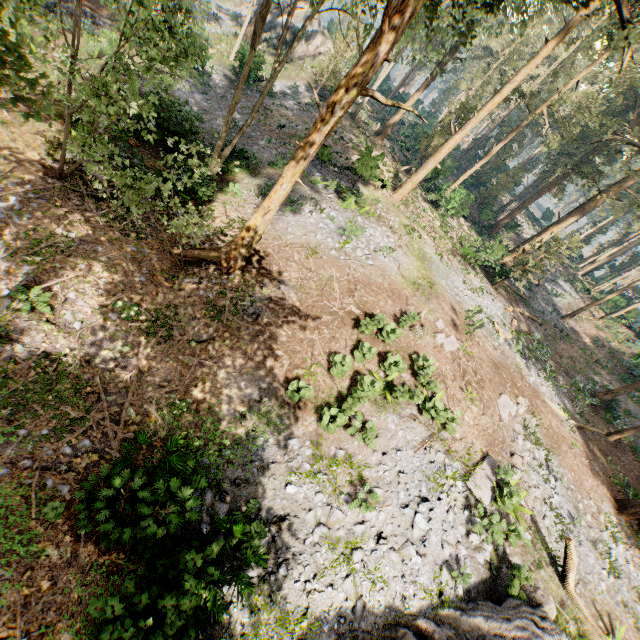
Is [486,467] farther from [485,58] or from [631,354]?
[485,58]

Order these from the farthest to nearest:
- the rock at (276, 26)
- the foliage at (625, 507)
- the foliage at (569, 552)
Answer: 1. the rock at (276, 26)
2. the foliage at (625, 507)
3. the foliage at (569, 552)

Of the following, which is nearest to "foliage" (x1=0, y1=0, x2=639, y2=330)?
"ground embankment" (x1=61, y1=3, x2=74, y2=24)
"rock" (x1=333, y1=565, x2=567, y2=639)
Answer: "rock" (x1=333, y1=565, x2=567, y2=639)

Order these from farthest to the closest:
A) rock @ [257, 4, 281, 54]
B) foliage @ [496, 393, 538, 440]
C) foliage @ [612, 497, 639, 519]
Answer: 1. rock @ [257, 4, 281, 54]
2. foliage @ [612, 497, 639, 519]
3. foliage @ [496, 393, 538, 440]

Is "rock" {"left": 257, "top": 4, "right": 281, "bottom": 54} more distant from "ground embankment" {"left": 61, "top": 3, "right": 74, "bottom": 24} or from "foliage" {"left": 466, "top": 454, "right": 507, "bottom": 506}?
"ground embankment" {"left": 61, "top": 3, "right": 74, "bottom": 24}

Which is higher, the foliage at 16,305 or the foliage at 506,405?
the foliage at 506,405

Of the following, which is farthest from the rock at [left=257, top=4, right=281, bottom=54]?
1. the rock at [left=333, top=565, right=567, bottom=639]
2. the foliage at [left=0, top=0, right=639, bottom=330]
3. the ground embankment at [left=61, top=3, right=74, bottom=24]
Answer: the rock at [left=333, top=565, right=567, bottom=639]
